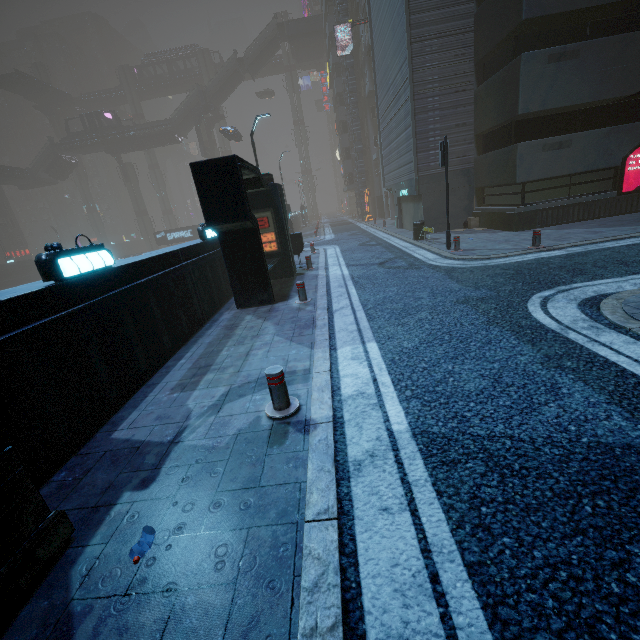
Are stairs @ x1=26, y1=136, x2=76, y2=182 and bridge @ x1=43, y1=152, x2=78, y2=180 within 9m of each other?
yes

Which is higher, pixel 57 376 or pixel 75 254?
pixel 75 254

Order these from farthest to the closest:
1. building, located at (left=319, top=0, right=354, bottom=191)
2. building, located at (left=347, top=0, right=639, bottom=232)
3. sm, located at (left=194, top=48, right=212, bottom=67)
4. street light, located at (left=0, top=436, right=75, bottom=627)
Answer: sm, located at (left=194, top=48, right=212, bottom=67) < building, located at (left=319, top=0, right=354, bottom=191) < building, located at (left=347, top=0, right=639, bottom=232) < street light, located at (left=0, top=436, right=75, bottom=627)

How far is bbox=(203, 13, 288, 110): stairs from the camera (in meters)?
45.41

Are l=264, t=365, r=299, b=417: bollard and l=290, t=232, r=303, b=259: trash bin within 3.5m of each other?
no

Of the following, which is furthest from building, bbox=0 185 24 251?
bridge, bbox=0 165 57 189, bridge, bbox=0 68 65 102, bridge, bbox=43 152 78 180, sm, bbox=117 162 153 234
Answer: bridge, bbox=43 152 78 180

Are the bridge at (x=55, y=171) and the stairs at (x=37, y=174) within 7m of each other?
yes

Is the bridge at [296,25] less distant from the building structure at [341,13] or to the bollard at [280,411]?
the building structure at [341,13]
